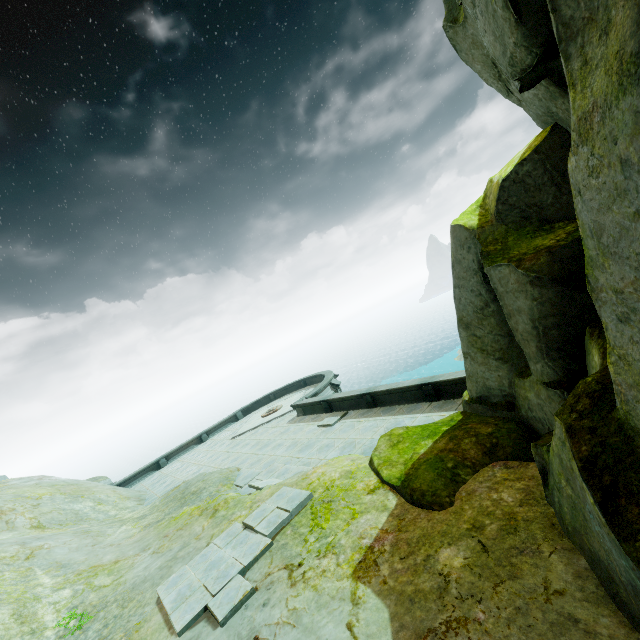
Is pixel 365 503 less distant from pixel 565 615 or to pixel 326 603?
pixel 326 603
